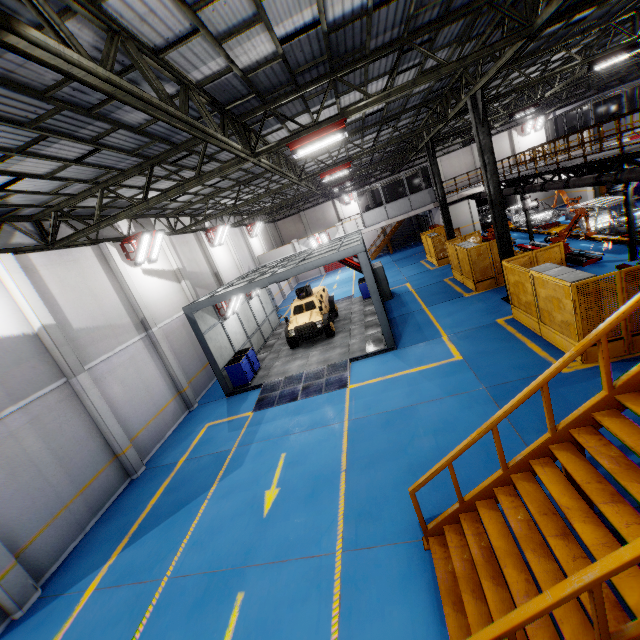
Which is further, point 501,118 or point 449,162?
point 449,162

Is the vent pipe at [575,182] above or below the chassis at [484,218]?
above

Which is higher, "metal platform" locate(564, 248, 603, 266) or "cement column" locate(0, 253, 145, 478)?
"cement column" locate(0, 253, 145, 478)

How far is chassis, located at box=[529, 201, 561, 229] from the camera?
21.5m

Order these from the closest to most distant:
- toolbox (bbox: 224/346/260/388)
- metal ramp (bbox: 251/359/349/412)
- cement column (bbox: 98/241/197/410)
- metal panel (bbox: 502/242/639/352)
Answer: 1. metal panel (bbox: 502/242/639/352)
2. metal ramp (bbox: 251/359/349/412)
3. cement column (bbox: 98/241/197/410)
4. toolbox (bbox: 224/346/260/388)

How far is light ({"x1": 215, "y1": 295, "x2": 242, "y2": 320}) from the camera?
15.7 meters

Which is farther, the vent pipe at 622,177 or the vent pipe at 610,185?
the vent pipe at 610,185
